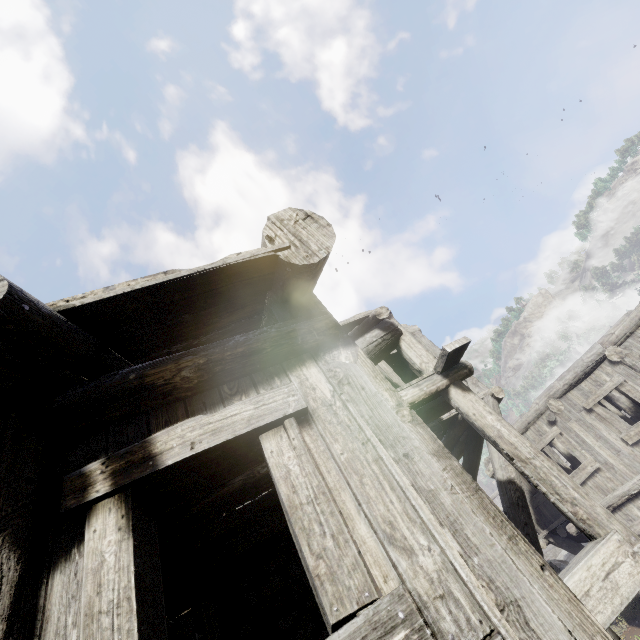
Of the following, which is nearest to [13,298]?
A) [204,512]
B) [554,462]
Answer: [204,512]

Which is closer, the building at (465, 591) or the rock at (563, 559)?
the building at (465, 591)

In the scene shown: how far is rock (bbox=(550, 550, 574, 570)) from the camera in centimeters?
1504cm

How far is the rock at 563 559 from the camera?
15.0 meters

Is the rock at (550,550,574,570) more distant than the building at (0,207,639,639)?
Yes

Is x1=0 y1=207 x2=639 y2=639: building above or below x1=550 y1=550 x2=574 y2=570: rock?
above
